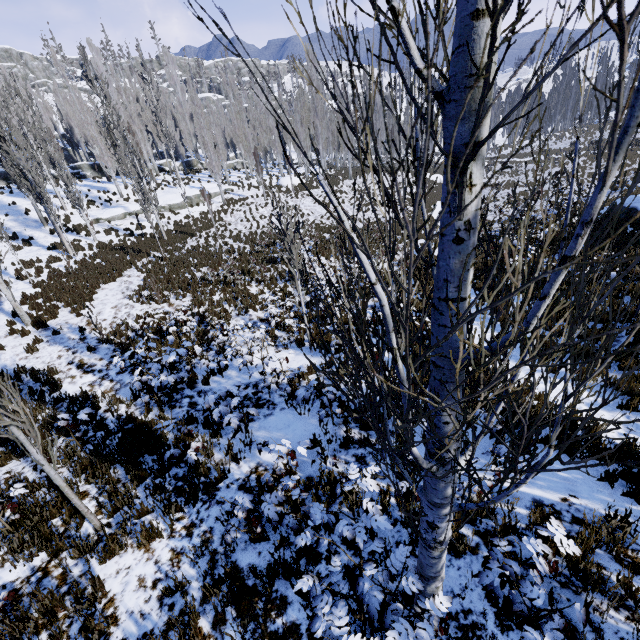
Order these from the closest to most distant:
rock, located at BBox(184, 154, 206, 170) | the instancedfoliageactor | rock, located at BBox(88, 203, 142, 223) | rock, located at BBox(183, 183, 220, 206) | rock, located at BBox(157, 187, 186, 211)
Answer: the instancedfoliageactor → rock, located at BBox(88, 203, 142, 223) → rock, located at BBox(157, 187, 186, 211) → rock, located at BBox(183, 183, 220, 206) → rock, located at BBox(184, 154, 206, 170)

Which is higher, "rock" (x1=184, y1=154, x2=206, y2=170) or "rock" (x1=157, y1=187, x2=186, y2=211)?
"rock" (x1=184, y1=154, x2=206, y2=170)

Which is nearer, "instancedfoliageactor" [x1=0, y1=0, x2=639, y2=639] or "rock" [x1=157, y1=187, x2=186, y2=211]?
"instancedfoliageactor" [x1=0, y1=0, x2=639, y2=639]

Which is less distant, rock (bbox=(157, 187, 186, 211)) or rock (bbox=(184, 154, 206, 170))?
rock (bbox=(157, 187, 186, 211))

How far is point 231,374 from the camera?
9.3m

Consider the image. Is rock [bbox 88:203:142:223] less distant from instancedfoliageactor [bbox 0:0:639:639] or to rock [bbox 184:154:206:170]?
instancedfoliageactor [bbox 0:0:639:639]

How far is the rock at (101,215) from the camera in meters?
26.1 m

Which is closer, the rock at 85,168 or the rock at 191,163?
the rock at 85,168
